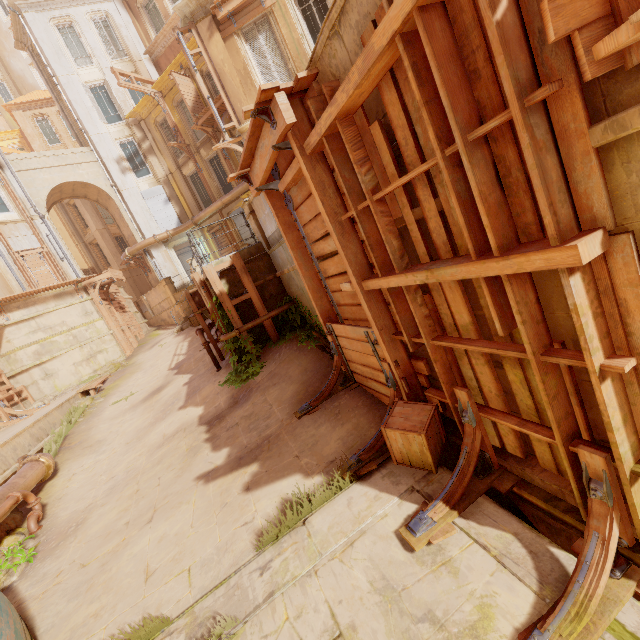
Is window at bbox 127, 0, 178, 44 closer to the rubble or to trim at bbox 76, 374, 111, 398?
trim at bbox 76, 374, 111, 398

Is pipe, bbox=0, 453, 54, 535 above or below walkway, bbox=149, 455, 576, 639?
above

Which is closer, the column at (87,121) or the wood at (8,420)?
the wood at (8,420)

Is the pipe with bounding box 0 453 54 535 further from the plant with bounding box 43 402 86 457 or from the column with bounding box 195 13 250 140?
the column with bounding box 195 13 250 140

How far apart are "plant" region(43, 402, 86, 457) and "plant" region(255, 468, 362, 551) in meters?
9.9 m

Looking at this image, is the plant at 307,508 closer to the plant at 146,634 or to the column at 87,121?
the plant at 146,634

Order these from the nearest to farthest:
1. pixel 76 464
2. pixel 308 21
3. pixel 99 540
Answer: pixel 99 540 < pixel 76 464 < pixel 308 21

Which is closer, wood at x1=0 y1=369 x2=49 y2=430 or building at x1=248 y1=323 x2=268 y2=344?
building at x1=248 y1=323 x2=268 y2=344
